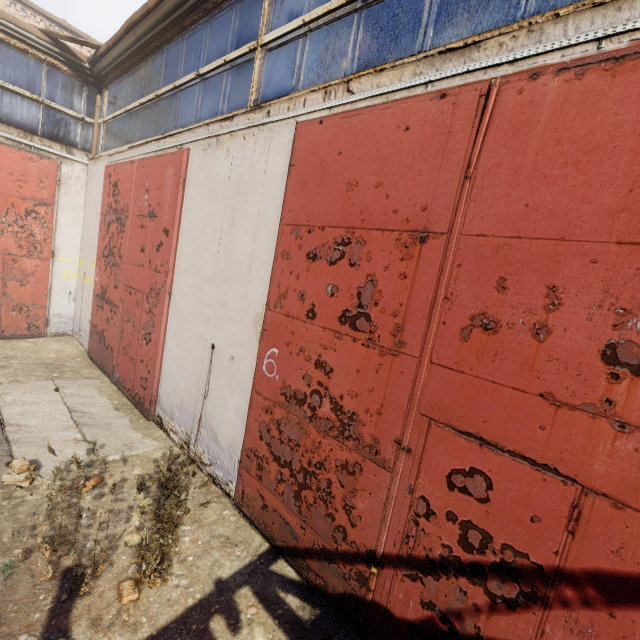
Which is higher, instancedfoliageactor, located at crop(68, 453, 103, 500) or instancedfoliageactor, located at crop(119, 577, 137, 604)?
instancedfoliageactor, located at crop(68, 453, 103, 500)

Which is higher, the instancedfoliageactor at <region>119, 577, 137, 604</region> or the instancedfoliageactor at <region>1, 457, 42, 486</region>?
the instancedfoliageactor at <region>1, 457, 42, 486</region>

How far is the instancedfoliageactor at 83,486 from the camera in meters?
2.4

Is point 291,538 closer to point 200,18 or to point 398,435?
point 398,435

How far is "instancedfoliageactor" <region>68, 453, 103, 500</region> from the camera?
2.4 meters
